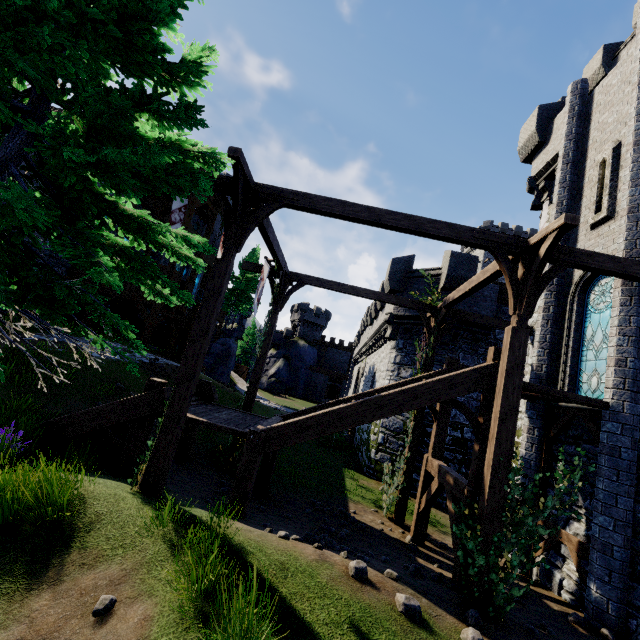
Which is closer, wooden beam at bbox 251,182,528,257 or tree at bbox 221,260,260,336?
wooden beam at bbox 251,182,528,257

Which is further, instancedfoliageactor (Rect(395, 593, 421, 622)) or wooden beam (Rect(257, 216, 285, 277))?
wooden beam (Rect(257, 216, 285, 277))

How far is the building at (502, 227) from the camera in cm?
5706

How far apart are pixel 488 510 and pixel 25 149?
8.45m

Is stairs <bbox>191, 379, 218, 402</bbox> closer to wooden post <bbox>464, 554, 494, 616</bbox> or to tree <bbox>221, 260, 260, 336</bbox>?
wooden post <bbox>464, 554, 494, 616</bbox>

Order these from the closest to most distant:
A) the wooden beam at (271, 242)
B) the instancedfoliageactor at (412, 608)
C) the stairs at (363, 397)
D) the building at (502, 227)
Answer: the instancedfoliageactor at (412, 608), the stairs at (363, 397), the wooden beam at (271, 242), the building at (502, 227)

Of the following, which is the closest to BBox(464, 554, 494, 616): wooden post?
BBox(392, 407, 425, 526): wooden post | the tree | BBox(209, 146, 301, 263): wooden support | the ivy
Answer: the ivy

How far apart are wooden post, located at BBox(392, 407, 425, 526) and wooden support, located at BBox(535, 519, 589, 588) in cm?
344
